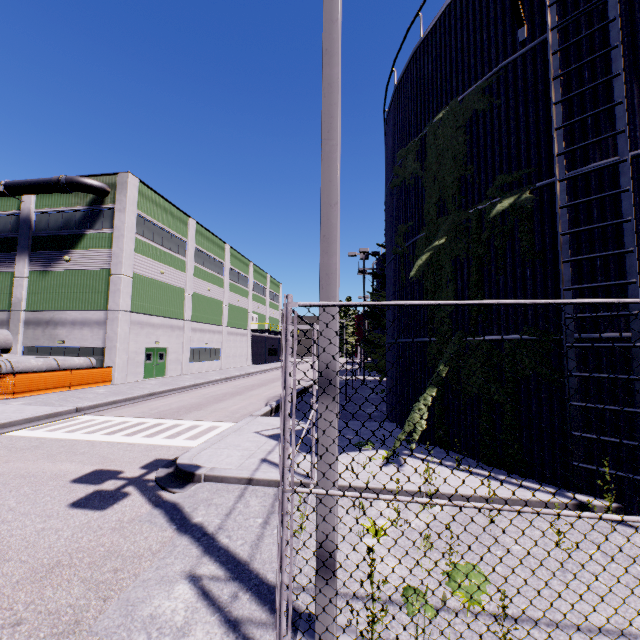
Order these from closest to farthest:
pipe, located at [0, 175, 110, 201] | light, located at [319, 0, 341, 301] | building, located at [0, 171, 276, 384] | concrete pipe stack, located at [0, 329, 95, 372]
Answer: light, located at [319, 0, 341, 301] → concrete pipe stack, located at [0, 329, 95, 372] → pipe, located at [0, 175, 110, 201] → building, located at [0, 171, 276, 384]

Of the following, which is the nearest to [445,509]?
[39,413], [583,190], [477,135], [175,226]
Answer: [583,190]

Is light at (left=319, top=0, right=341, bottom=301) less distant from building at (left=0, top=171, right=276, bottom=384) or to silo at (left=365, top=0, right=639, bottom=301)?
silo at (left=365, top=0, right=639, bottom=301)

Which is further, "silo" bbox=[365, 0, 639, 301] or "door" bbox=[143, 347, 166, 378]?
"door" bbox=[143, 347, 166, 378]

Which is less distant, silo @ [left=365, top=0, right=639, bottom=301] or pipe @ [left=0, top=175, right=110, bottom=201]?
silo @ [left=365, top=0, right=639, bottom=301]

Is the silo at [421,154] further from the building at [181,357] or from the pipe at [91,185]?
the pipe at [91,185]

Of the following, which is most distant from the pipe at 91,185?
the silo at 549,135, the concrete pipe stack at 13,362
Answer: the concrete pipe stack at 13,362

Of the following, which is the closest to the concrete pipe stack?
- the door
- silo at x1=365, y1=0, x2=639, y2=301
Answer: silo at x1=365, y1=0, x2=639, y2=301
